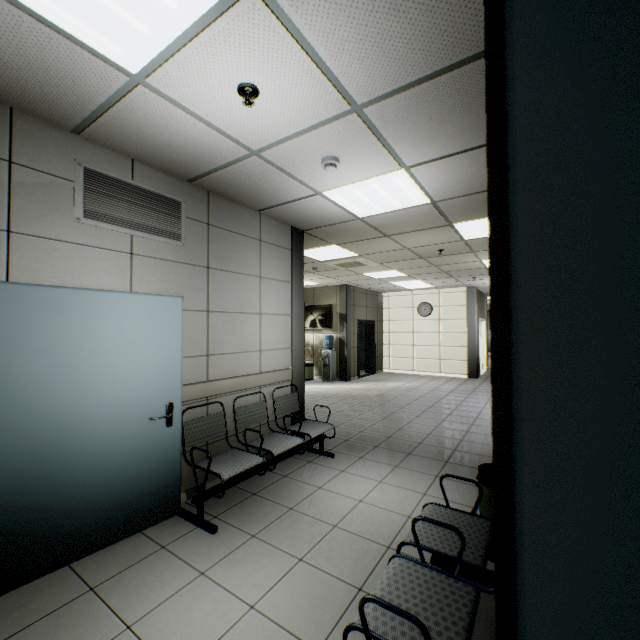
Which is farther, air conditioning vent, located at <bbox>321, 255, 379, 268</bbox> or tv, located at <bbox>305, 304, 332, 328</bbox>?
tv, located at <bbox>305, 304, 332, 328</bbox>

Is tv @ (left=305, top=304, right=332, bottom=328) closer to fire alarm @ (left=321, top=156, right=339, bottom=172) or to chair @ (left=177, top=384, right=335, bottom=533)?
chair @ (left=177, top=384, right=335, bottom=533)

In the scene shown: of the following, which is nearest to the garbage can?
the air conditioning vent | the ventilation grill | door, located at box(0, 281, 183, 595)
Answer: door, located at box(0, 281, 183, 595)

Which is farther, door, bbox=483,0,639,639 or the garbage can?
the garbage can

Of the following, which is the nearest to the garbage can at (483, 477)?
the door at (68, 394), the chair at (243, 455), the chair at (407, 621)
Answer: the chair at (407, 621)

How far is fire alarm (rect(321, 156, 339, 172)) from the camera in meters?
2.9

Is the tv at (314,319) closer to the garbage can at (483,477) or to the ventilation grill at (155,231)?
the ventilation grill at (155,231)

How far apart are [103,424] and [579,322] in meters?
3.1
